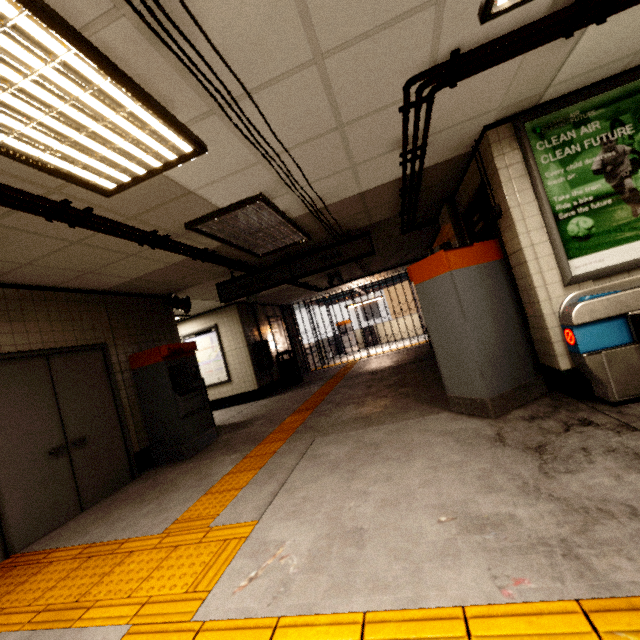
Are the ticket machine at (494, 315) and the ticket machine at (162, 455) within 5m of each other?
yes

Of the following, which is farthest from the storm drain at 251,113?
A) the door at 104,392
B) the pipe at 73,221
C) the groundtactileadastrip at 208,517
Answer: the groundtactileadastrip at 208,517

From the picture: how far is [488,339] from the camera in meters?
3.5 m

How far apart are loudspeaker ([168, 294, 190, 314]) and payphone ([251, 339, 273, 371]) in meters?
2.8

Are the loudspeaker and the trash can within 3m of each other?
no

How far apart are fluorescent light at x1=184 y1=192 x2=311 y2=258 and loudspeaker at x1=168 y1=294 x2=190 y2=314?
2.04m

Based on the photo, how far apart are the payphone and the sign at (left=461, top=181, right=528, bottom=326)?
6.4 meters

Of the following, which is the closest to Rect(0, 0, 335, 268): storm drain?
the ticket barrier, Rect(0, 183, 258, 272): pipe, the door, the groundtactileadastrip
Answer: Rect(0, 183, 258, 272): pipe
